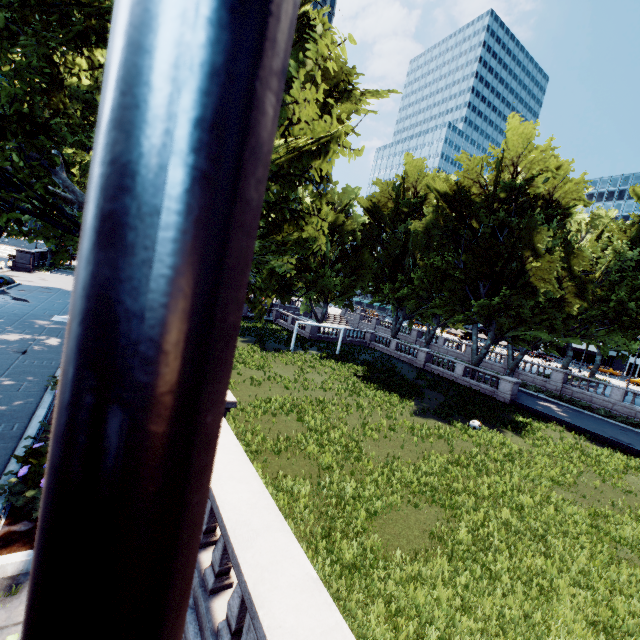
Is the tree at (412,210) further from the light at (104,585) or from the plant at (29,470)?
the plant at (29,470)

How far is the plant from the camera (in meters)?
5.61

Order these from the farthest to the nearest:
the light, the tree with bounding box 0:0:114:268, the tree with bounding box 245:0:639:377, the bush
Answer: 1. the tree with bounding box 245:0:639:377
2. the tree with bounding box 0:0:114:268
3. the bush
4. the light

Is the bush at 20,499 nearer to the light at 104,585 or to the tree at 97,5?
the tree at 97,5

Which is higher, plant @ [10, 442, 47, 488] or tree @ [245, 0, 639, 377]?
tree @ [245, 0, 639, 377]

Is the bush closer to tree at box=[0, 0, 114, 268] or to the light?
tree at box=[0, 0, 114, 268]

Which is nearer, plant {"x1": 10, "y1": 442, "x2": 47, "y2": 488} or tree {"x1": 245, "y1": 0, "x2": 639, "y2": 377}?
plant {"x1": 10, "y1": 442, "x2": 47, "y2": 488}

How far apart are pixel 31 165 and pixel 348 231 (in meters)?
32.54
